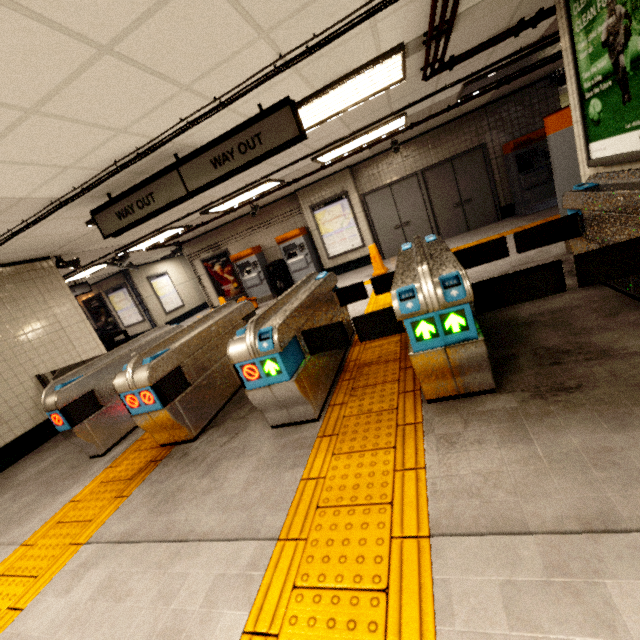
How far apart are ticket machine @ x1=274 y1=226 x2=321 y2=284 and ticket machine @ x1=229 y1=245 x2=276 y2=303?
0.9 meters

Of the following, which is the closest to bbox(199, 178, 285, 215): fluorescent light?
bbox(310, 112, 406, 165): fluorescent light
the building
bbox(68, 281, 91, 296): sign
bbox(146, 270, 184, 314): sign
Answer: bbox(310, 112, 406, 165): fluorescent light

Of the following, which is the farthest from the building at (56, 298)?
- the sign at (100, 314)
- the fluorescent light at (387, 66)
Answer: the sign at (100, 314)

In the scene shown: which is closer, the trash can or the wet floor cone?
the wet floor cone

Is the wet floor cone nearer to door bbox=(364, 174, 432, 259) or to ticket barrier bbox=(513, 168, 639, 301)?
door bbox=(364, 174, 432, 259)

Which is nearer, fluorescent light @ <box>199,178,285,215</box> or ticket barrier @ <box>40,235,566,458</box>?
ticket barrier @ <box>40,235,566,458</box>

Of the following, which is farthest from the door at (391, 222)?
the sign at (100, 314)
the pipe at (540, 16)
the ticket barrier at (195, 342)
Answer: the sign at (100, 314)

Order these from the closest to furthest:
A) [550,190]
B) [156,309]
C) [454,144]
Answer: [550,190] < [454,144] < [156,309]
